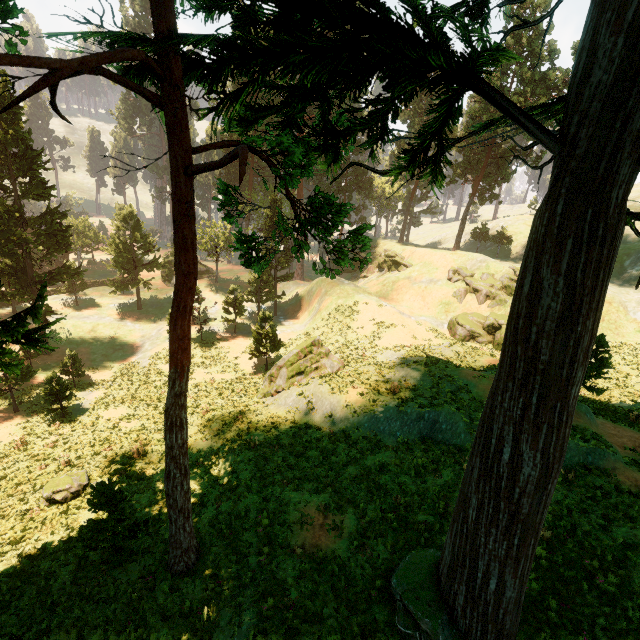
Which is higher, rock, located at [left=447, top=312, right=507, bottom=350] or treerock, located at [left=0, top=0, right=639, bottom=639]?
treerock, located at [left=0, top=0, right=639, bottom=639]

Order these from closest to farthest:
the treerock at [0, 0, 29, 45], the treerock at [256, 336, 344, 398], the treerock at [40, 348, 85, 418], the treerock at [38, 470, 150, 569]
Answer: the treerock at [0, 0, 29, 45]
the treerock at [38, 470, 150, 569]
the treerock at [40, 348, 85, 418]
the treerock at [256, 336, 344, 398]

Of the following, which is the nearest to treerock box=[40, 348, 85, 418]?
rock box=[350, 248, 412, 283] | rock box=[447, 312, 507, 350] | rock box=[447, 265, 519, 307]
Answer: rock box=[350, 248, 412, 283]

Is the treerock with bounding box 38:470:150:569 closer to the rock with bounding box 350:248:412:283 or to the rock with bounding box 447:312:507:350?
the rock with bounding box 350:248:412:283

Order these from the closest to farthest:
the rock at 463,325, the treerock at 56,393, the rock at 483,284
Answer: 1. the treerock at 56,393
2. the rock at 463,325
3. the rock at 483,284

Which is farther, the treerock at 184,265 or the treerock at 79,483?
A: the treerock at 79,483

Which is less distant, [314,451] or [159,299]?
[314,451]

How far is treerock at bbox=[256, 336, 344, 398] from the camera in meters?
22.9 m
